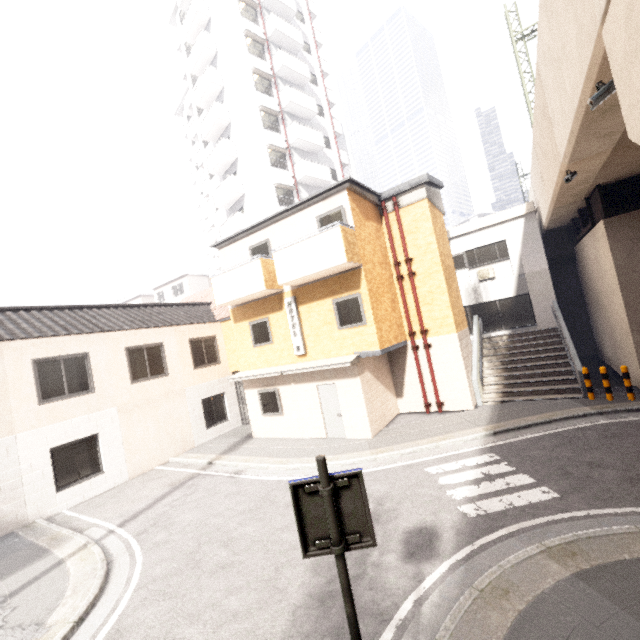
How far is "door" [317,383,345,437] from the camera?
12.20m

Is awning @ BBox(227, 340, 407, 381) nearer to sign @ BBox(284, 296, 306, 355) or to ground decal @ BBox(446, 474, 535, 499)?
sign @ BBox(284, 296, 306, 355)

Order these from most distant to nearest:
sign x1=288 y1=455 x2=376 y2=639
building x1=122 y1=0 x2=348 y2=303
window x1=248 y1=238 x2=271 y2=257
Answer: building x1=122 y1=0 x2=348 y2=303
window x1=248 y1=238 x2=271 y2=257
sign x1=288 y1=455 x2=376 y2=639

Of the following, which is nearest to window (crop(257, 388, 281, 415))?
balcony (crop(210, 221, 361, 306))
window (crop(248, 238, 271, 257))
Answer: balcony (crop(210, 221, 361, 306))

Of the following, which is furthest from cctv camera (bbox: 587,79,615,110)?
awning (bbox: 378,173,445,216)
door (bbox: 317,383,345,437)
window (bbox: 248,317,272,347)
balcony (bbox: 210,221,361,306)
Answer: window (bbox: 248,317,272,347)

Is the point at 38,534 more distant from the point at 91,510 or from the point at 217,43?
the point at 217,43

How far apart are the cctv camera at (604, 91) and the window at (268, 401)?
12.18m

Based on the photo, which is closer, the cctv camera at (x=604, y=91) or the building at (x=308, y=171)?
the cctv camera at (x=604, y=91)
